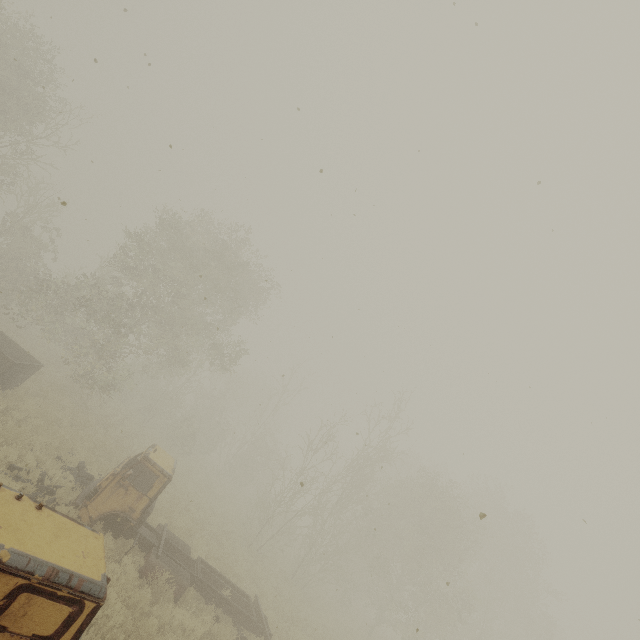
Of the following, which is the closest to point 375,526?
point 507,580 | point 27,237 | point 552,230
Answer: point 507,580
